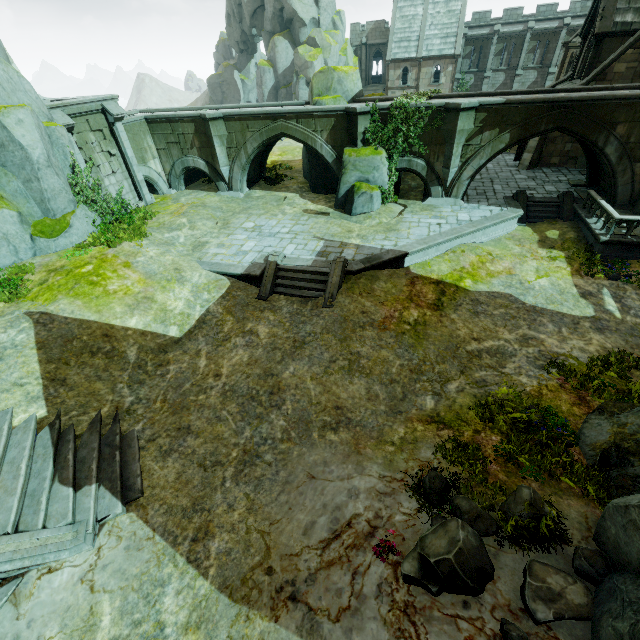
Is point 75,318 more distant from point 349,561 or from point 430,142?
point 430,142

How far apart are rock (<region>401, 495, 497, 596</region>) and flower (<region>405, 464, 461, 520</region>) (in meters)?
0.11

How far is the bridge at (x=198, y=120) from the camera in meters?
18.0 m

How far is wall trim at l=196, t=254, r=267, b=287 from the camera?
14.1m

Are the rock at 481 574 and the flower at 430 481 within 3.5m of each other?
yes

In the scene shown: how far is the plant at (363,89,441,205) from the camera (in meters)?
16.62

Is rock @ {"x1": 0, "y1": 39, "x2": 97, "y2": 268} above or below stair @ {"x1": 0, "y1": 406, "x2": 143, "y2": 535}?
above

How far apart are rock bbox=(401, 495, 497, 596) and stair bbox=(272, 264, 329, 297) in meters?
8.7
